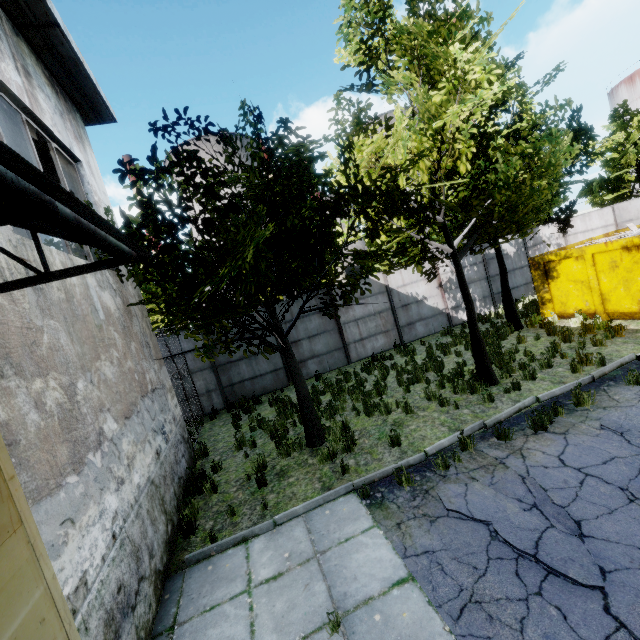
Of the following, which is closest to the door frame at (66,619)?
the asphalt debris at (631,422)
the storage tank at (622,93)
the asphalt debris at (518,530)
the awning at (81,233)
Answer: the awning at (81,233)

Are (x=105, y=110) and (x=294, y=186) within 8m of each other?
yes

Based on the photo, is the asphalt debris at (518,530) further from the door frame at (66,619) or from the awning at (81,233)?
the awning at (81,233)

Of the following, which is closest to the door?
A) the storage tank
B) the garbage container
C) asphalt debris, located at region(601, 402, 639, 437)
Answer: asphalt debris, located at region(601, 402, 639, 437)

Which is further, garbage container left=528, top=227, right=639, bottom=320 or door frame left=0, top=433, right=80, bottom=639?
garbage container left=528, top=227, right=639, bottom=320

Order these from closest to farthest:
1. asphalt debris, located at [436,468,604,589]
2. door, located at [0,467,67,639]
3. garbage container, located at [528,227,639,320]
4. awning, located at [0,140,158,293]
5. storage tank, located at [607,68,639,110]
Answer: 1. awning, located at [0,140,158,293]
2. door, located at [0,467,67,639]
3. asphalt debris, located at [436,468,604,589]
4. garbage container, located at [528,227,639,320]
5. storage tank, located at [607,68,639,110]

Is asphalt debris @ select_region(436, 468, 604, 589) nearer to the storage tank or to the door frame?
the door frame

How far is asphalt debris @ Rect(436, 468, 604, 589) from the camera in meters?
3.4 m
